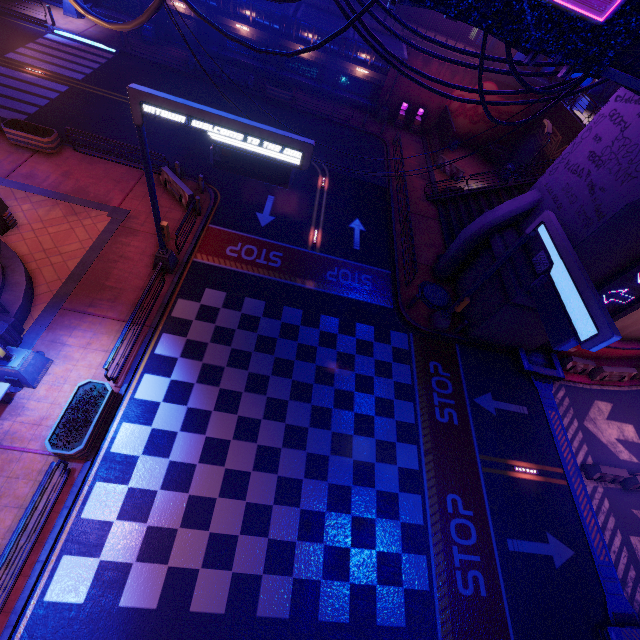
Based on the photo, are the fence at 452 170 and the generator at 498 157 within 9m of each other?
yes

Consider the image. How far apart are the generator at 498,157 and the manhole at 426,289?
19.40m

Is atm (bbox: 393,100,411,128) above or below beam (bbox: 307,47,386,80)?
below

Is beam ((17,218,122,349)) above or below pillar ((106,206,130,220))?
below

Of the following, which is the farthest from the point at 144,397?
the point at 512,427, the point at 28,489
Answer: the point at 512,427

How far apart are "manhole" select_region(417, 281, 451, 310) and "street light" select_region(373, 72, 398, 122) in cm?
1918

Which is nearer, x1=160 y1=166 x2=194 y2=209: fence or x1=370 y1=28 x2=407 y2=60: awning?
x1=160 y1=166 x2=194 y2=209: fence

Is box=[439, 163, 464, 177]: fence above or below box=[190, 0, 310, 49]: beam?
below
